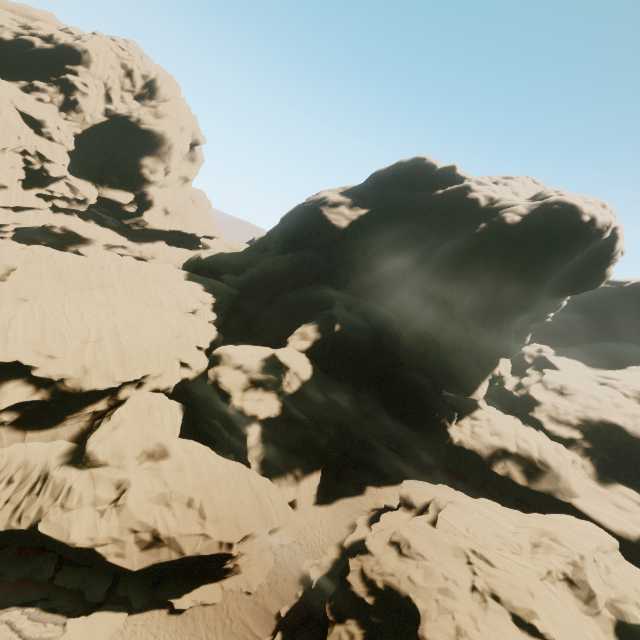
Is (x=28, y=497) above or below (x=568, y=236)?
below

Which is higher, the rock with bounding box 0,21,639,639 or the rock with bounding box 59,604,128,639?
the rock with bounding box 0,21,639,639

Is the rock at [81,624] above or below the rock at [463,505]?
below

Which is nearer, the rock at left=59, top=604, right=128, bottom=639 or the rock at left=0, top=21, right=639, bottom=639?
the rock at left=59, top=604, right=128, bottom=639

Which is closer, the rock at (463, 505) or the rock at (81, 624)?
the rock at (81, 624)
